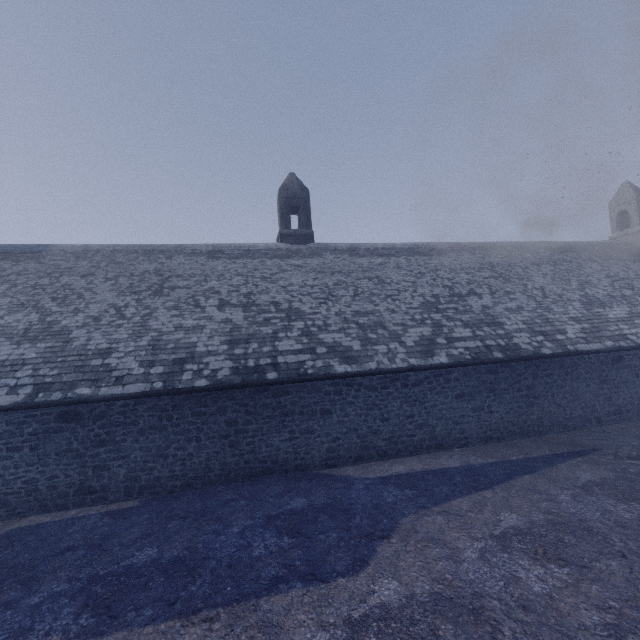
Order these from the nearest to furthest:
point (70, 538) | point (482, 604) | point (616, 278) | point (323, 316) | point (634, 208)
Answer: point (482, 604) < point (70, 538) < point (323, 316) < point (616, 278) < point (634, 208)
